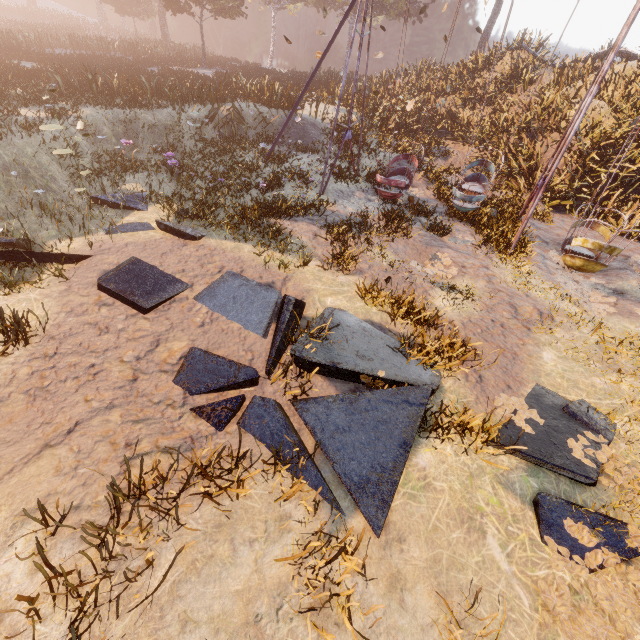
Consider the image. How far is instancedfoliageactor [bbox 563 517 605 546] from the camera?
3.5m

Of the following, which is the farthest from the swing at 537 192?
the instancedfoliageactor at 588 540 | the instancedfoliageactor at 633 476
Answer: the instancedfoliageactor at 588 540

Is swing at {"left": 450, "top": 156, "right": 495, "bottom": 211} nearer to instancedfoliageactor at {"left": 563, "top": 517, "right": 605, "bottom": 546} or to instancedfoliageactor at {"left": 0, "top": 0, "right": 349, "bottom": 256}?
instancedfoliageactor at {"left": 563, "top": 517, "right": 605, "bottom": 546}

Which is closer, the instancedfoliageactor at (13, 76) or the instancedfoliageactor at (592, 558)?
the instancedfoliageactor at (592, 558)

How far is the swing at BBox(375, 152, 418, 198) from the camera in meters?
10.4

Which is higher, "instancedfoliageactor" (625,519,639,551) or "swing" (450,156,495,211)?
"swing" (450,156,495,211)

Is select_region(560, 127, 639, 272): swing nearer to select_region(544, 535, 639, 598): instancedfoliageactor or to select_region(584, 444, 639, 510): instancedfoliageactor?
select_region(584, 444, 639, 510): instancedfoliageactor

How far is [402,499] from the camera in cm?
371
